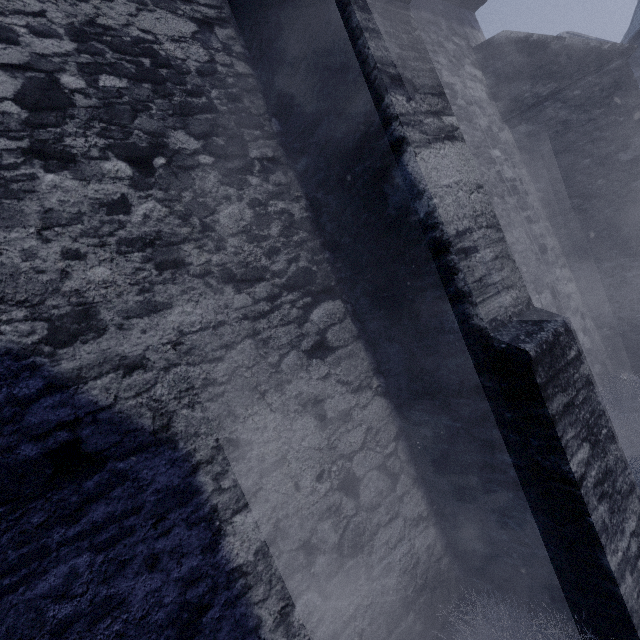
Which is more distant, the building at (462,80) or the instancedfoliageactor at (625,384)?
the instancedfoliageactor at (625,384)

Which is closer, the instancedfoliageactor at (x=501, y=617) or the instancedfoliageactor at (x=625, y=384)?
the instancedfoliageactor at (x=501, y=617)

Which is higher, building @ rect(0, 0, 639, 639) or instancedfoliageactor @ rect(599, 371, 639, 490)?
building @ rect(0, 0, 639, 639)

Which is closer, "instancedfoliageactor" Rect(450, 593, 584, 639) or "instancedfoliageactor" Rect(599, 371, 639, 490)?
"instancedfoliageactor" Rect(450, 593, 584, 639)

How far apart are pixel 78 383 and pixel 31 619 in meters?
1.1 m

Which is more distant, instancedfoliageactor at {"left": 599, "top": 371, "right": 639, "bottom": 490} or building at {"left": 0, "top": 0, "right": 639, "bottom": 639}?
instancedfoliageactor at {"left": 599, "top": 371, "right": 639, "bottom": 490}
